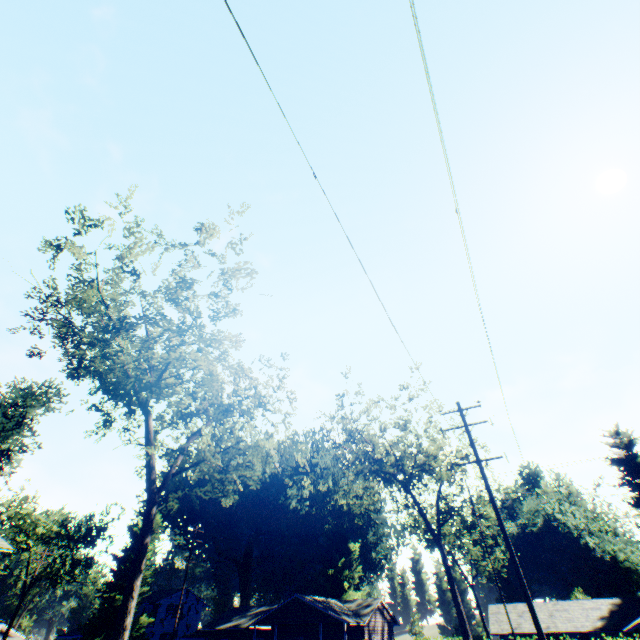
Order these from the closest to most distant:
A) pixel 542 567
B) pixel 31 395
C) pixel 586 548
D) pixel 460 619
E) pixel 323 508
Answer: pixel 460 619 → pixel 31 395 → pixel 586 548 → pixel 542 567 → pixel 323 508

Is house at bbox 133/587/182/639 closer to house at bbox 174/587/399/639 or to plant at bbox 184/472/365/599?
plant at bbox 184/472/365/599

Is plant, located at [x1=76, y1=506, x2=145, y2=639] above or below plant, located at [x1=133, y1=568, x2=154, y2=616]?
below

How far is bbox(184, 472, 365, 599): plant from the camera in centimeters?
5284cm

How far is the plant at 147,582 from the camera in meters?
39.2

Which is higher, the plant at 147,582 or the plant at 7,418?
the plant at 7,418
